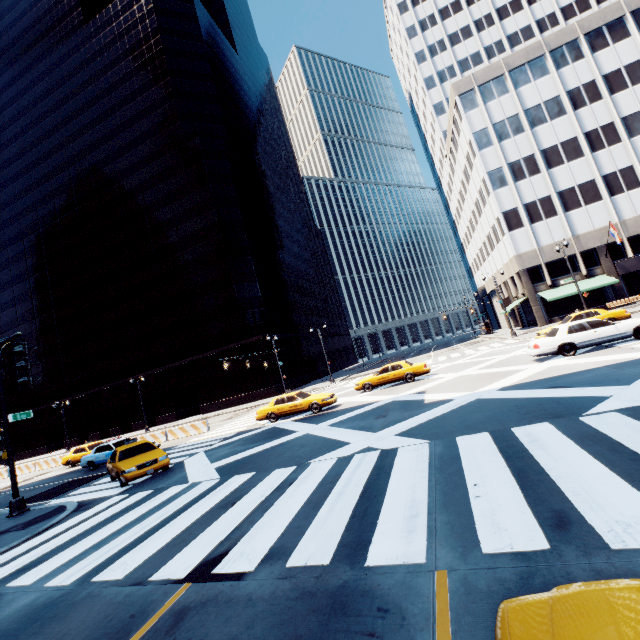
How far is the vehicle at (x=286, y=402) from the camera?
19.1m

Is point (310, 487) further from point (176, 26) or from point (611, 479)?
point (176, 26)

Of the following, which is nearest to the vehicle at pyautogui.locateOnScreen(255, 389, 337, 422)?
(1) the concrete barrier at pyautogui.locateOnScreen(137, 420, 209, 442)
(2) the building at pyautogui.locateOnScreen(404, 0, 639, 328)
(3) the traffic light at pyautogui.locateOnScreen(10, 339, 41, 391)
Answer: (1) the concrete barrier at pyautogui.locateOnScreen(137, 420, 209, 442)

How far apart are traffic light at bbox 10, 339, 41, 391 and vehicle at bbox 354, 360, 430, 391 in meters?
18.4

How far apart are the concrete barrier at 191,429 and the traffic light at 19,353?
20.44m

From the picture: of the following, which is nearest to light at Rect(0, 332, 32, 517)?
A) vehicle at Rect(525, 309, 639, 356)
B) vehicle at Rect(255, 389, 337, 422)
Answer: vehicle at Rect(255, 389, 337, 422)

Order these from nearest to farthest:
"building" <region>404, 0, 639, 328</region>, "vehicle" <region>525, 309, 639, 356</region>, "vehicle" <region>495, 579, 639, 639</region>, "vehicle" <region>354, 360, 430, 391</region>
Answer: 1. "vehicle" <region>495, 579, 639, 639</region>
2. "vehicle" <region>525, 309, 639, 356</region>
3. "vehicle" <region>354, 360, 430, 391</region>
4. "building" <region>404, 0, 639, 328</region>

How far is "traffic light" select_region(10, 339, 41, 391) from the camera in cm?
576
